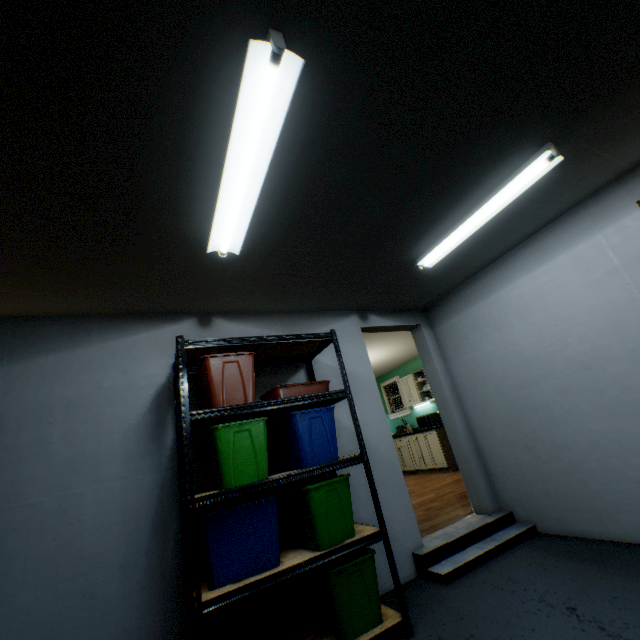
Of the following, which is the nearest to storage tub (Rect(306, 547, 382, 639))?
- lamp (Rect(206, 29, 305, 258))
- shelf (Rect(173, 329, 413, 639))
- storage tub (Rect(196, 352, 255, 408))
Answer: shelf (Rect(173, 329, 413, 639))

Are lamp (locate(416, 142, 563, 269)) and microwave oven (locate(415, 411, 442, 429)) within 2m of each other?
no

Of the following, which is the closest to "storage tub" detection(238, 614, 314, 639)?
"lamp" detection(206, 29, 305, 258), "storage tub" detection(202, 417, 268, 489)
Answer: "storage tub" detection(202, 417, 268, 489)

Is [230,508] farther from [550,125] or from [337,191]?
[550,125]

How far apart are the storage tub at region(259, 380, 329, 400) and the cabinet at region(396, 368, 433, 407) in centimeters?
505cm

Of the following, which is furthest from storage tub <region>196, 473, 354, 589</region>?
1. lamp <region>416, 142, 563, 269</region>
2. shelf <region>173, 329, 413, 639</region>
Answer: lamp <region>416, 142, 563, 269</region>

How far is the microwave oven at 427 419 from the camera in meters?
6.9 m

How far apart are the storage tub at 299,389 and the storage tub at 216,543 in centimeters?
62cm
